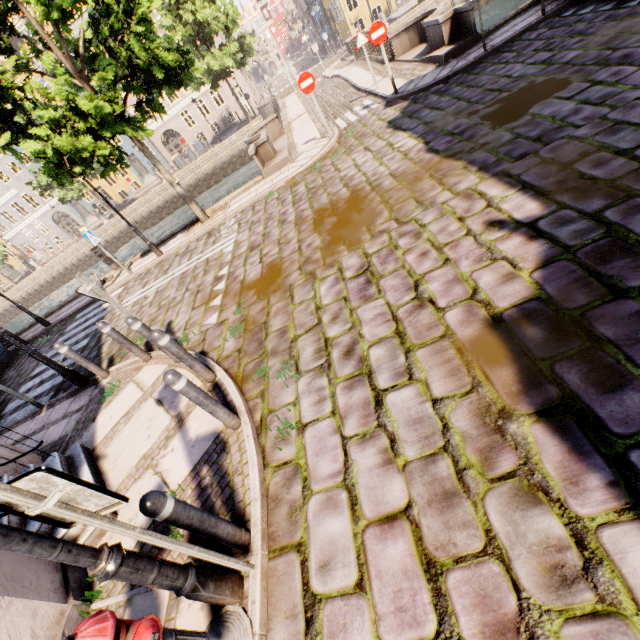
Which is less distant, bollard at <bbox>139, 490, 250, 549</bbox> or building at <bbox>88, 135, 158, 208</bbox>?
bollard at <bbox>139, 490, 250, 549</bbox>

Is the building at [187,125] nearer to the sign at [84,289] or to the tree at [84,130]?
the tree at [84,130]

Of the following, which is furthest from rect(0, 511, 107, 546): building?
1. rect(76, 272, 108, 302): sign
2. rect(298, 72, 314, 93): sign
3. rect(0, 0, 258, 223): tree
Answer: rect(298, 72, 314, 93): sign

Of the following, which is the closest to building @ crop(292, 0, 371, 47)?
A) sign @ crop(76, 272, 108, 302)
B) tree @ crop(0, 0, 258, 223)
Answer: tree @ crop(0, 0, 258, 223)

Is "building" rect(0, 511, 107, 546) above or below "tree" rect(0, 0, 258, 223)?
below

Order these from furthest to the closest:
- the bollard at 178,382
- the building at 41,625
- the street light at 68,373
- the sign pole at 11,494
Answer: the street light at 68,373 < the bollard at 178,382 < the building at 41,625 < the sign pole at 11,494

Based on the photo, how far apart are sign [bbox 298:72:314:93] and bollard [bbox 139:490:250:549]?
11.60m

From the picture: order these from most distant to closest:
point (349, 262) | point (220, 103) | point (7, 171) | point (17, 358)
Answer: point (7, 171)
point (220, 103)
point (17, 358)
point (349, 262)
